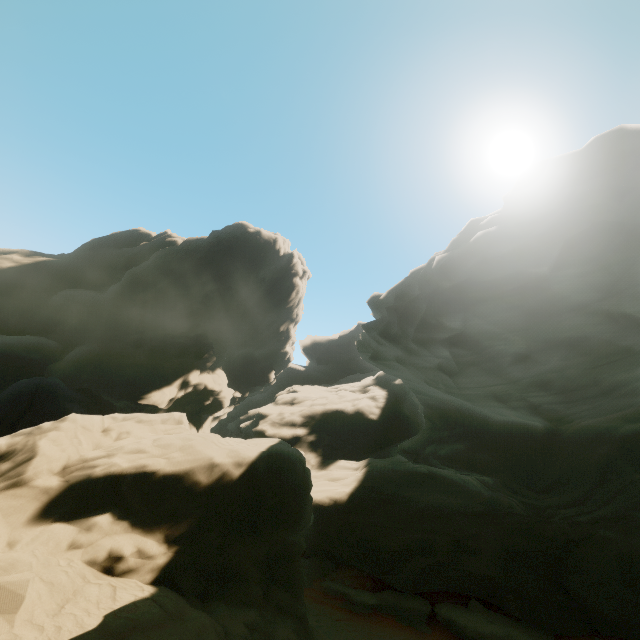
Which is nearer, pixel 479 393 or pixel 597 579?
pixel 479 393
